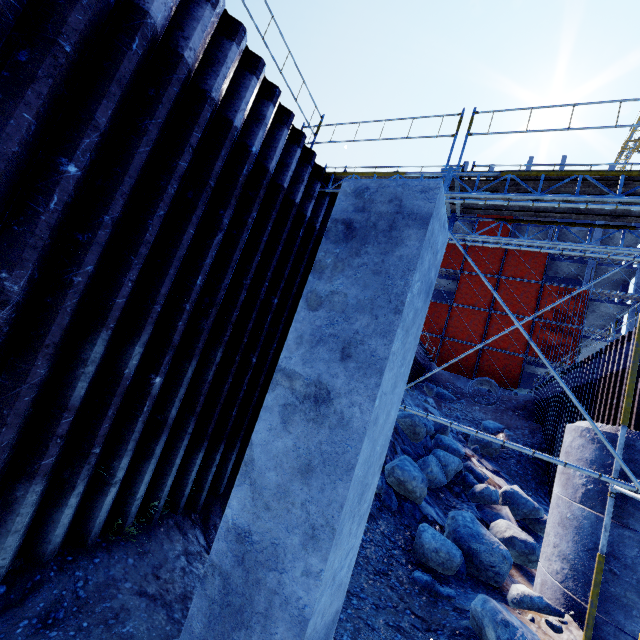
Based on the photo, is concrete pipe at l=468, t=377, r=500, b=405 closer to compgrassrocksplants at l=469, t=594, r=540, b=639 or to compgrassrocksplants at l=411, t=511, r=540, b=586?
compgrassrocksplants at l=411, t=511, r=540, b=586

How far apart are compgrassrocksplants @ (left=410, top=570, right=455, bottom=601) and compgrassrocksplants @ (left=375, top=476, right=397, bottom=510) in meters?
1.7 m

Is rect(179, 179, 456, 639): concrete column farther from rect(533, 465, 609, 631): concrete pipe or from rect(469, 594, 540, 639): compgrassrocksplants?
rect(533, 465, 609, 631): concrete pipe

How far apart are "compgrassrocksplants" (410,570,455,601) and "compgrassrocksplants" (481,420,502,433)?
15.1m

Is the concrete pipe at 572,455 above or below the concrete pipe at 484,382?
below

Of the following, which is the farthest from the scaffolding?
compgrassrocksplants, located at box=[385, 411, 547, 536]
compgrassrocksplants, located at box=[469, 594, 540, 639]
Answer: A: compgrassrocksplants, located at box=[385, 411, 547, 536]

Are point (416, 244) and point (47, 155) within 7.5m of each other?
yes

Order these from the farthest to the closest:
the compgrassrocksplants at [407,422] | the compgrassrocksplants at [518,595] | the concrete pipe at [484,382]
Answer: the concrete pipe at [484,382], the compgrassrocksplants at [407,422], the compgrassrocksplants at [518,595]
